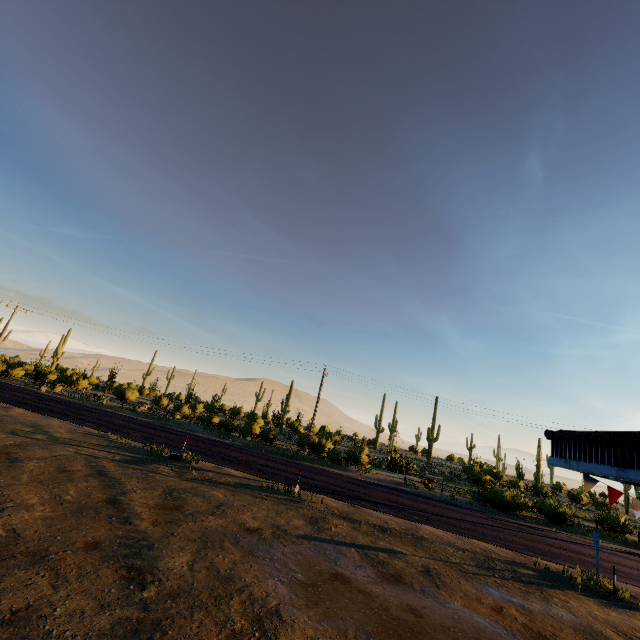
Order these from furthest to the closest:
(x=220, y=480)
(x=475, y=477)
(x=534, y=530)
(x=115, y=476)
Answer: (x=475, y=477)
(x=534, y=530)
(x=220, y=480)
(x=115, y=476)
